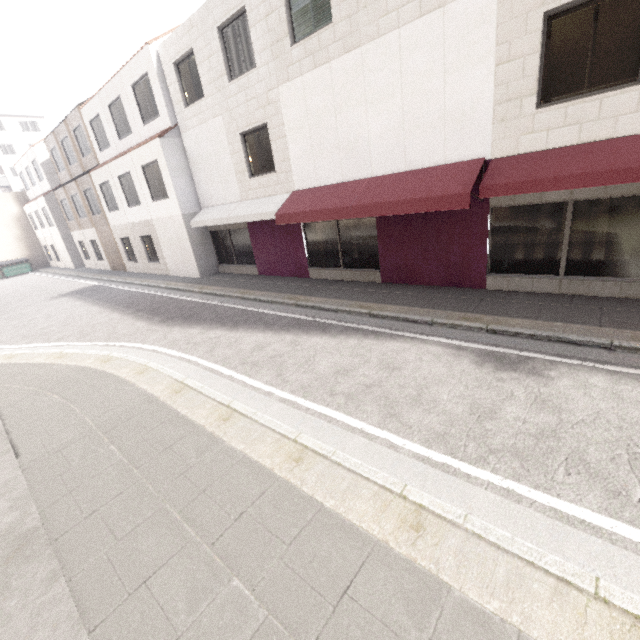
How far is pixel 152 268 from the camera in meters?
18.2

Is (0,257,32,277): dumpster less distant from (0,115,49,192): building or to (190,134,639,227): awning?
(0,115,49,192): building

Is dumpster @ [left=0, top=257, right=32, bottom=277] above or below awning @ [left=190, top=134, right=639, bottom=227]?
below

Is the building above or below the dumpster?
above

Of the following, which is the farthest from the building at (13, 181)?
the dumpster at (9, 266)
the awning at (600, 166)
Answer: the awning at (600, 166)

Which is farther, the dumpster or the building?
the building
